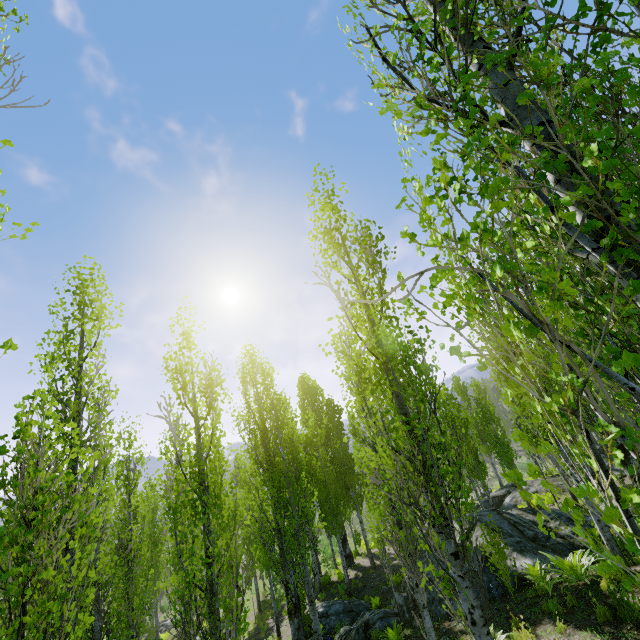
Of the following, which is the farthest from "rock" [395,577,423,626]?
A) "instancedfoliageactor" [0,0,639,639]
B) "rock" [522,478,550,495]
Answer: "rock" [522,478,550,495]

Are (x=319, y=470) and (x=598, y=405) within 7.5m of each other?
no

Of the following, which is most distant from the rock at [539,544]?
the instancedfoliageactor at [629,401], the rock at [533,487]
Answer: the rock at [533,487]

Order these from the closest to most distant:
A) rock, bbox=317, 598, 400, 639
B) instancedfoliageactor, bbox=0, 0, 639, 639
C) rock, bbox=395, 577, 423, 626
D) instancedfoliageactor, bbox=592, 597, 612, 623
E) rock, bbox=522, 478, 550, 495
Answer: instancedfoliageactor, bbox=0, 0, 639, 639 < instancedfoliageactor, bbox=592, 597, 612, 623 < rock, bbox=395, 577, 423, 626 < rock, bbox=317, 598, 400, 639 < rock, bbox=522, 478, 550, 495

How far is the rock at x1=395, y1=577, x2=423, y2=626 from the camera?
10.09m
